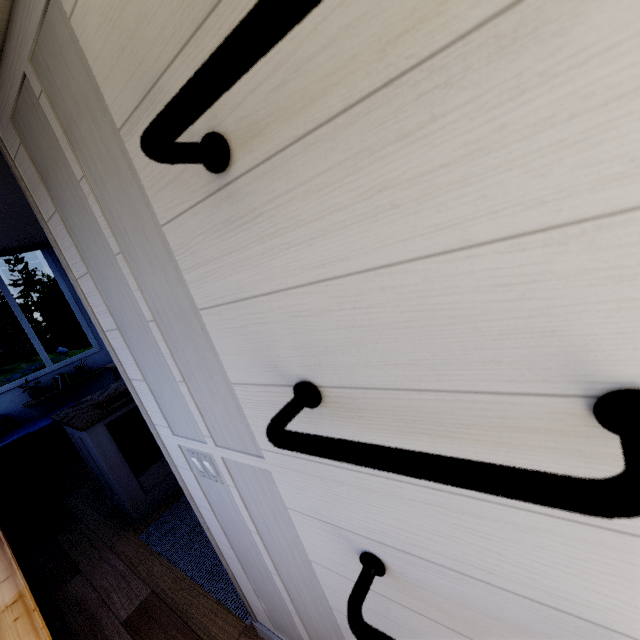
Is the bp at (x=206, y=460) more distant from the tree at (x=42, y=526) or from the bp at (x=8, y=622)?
the bp at (x=8, y=622)

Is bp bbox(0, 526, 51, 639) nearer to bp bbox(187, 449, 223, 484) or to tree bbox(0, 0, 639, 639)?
tree bbox(0, 0, 639, 639)

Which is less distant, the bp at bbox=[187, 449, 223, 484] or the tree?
the tree

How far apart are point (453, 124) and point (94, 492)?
4.8 meters

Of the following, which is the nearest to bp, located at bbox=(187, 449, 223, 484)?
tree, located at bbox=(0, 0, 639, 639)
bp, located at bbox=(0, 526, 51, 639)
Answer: tree, located at bbox=(0, 0, 639, 639)

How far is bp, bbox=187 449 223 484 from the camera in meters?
1.2 m
